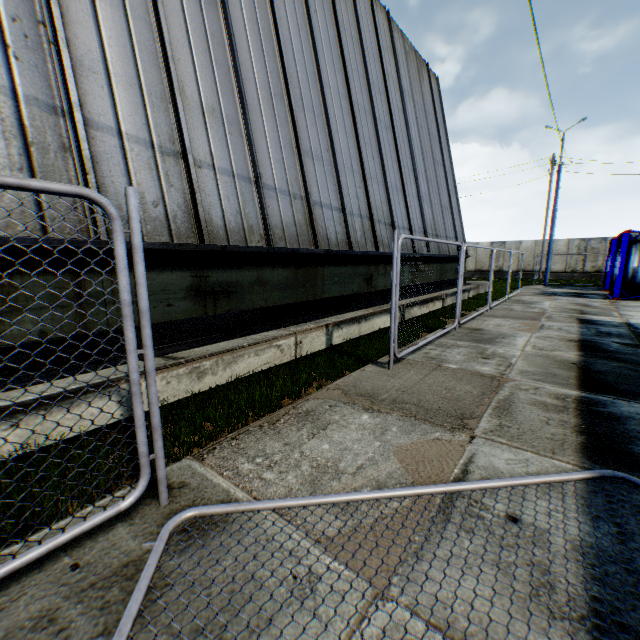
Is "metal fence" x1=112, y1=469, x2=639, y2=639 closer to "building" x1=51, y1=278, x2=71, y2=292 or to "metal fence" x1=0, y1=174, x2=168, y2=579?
"metal fence" x1=0, y1=174, x2=168, y2=579

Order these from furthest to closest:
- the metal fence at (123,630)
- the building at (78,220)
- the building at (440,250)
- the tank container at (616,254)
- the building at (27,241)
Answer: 1. the tank container at (616,254)
2. the building at (440,250)
3. the building at (78,220)
4. the building at (27,241)
5. the metal fence at (123,630)

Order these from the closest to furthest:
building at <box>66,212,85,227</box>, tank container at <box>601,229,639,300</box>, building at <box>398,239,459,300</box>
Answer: building at <box>66,212,85,227</box>, building at <box>398,239,459,300</box>, tank container at <box>601,229,639,300</box>

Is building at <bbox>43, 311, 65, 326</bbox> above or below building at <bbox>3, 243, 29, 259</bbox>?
below

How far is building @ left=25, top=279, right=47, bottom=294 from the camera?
3.5m

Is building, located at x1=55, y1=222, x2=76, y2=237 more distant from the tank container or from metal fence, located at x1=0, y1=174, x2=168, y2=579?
the tank container

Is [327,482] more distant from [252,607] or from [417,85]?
[417,85]

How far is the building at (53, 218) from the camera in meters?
3.6
